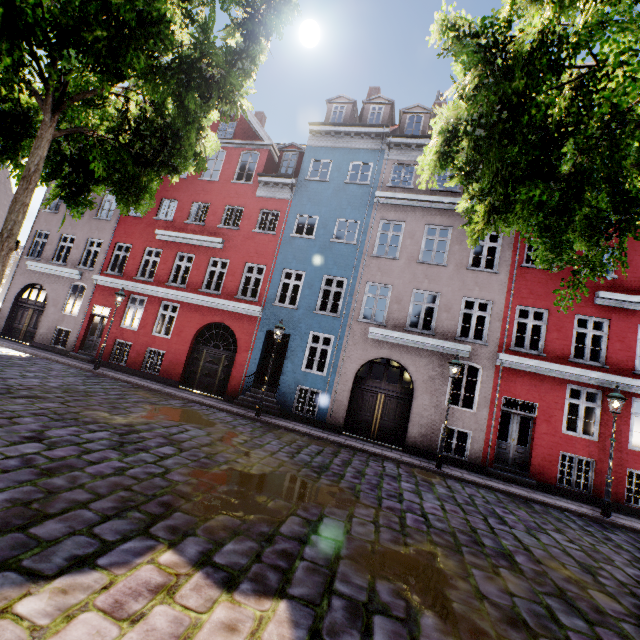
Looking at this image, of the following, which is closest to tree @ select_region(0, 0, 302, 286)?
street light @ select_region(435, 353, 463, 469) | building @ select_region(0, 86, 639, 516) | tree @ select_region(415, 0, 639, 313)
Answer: building @ select_region(0, 86, 639, 516)

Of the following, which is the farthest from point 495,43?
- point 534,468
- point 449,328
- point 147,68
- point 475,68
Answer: point 534,468

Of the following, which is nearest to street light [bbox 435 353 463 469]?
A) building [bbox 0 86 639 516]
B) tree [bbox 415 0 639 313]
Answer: building [bbox 0 86 639 516]

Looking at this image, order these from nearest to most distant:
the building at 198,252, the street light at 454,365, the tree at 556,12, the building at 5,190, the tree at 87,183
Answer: the tree at 556,12 → the tree at 87,183 → the street light at 454,365 → the building at 198,252 → the building at 5,190

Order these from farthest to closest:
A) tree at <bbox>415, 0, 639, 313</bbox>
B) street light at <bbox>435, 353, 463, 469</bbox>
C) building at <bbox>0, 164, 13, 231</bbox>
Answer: building at <bbox>0, 164, 13, 231</bbox>
street light at <bbox>435, 353, 463, 469</bbox>
tree at <bbox>415, 0, 639, 313</bbox>

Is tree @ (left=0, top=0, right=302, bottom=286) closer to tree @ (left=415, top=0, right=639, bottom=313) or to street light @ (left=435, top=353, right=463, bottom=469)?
tree @ (left=415, top=0, right=639, bottom=313)

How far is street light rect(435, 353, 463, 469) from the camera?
10.69m

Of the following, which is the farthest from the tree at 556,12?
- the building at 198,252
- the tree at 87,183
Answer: the tree at 87,183
